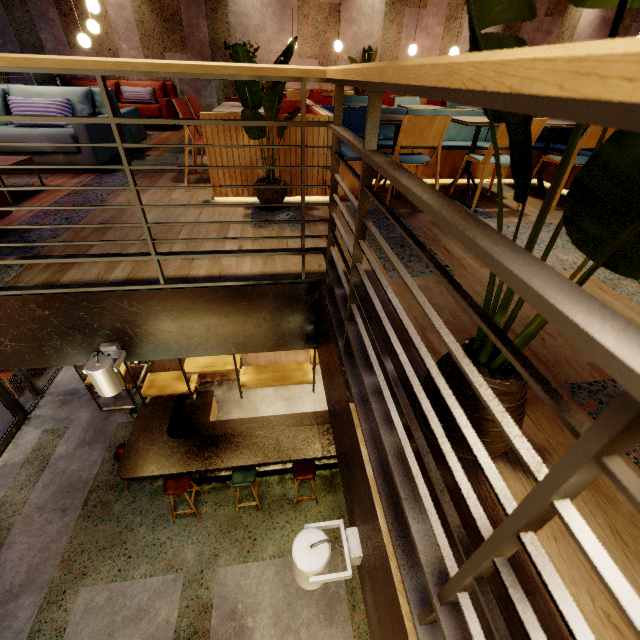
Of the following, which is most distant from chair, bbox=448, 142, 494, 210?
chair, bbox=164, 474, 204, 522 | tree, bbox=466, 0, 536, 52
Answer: chair, bbox=164, 474, 204, 522

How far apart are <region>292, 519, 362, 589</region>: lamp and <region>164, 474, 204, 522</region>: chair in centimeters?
453cm

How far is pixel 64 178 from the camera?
3.9 meters

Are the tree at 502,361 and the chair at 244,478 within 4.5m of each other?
no

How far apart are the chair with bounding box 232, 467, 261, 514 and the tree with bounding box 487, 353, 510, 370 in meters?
5.2 m

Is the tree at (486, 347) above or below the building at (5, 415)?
above

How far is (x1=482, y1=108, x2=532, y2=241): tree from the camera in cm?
67

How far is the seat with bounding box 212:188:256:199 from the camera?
3.39m
